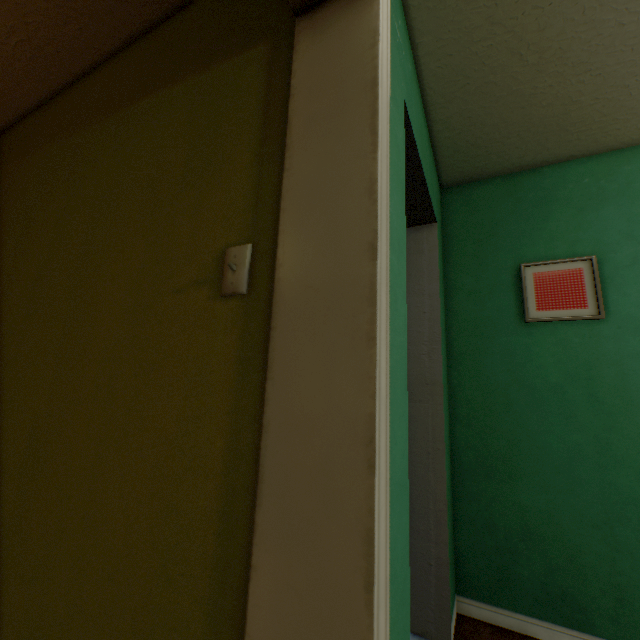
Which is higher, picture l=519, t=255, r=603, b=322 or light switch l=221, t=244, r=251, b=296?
picture l=519, t=255, r=603, b=322

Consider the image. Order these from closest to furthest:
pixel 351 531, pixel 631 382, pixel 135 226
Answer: pixel 351 531 → pixel 135 226 → pixel 631 382

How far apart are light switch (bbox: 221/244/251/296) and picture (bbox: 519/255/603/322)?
1.74m

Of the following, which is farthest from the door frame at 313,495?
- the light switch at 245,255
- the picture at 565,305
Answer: the picture at 565,305

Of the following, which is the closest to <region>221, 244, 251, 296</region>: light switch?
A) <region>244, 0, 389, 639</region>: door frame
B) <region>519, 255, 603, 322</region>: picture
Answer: <region>244, 0, 389, 639</region>: door frame

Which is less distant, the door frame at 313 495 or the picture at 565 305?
the door frame at 313 495

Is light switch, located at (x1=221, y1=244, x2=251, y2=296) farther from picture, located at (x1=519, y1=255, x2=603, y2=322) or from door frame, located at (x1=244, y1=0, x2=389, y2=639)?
picture, located at (x1=519, y1=255, x2=603, y2=322)

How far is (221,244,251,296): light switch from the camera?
0.77m
